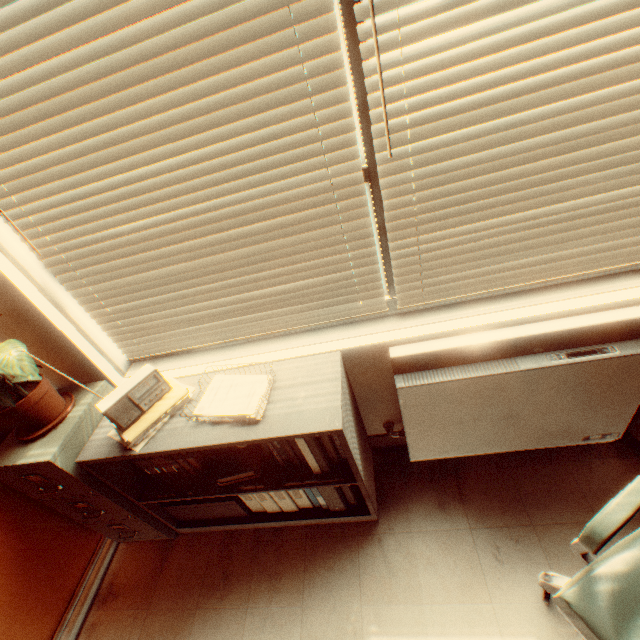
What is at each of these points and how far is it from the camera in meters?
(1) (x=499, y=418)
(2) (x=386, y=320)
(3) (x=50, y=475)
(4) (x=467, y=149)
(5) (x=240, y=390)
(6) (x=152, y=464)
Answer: (1) heater, 1.8
(2) window, 1.8
(3) file cabinet, 1.7
(4) blinds, 1.3
(5) paper pile, 1.7
(6) file holder, 2.0

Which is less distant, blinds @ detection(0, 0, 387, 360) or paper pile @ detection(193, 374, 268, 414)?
blinds @ detection(0, 0, 387, 360)

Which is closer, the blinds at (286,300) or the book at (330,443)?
the blinds at (286,300)

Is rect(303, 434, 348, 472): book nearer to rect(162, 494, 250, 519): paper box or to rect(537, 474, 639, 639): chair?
rect(162, 494, 250, 519): paper box

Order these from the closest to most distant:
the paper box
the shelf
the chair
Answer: the chair → the shelf → the paper box

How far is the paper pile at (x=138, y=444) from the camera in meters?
1.6

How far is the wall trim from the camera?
2.3m

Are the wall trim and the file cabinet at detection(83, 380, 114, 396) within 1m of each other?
no
